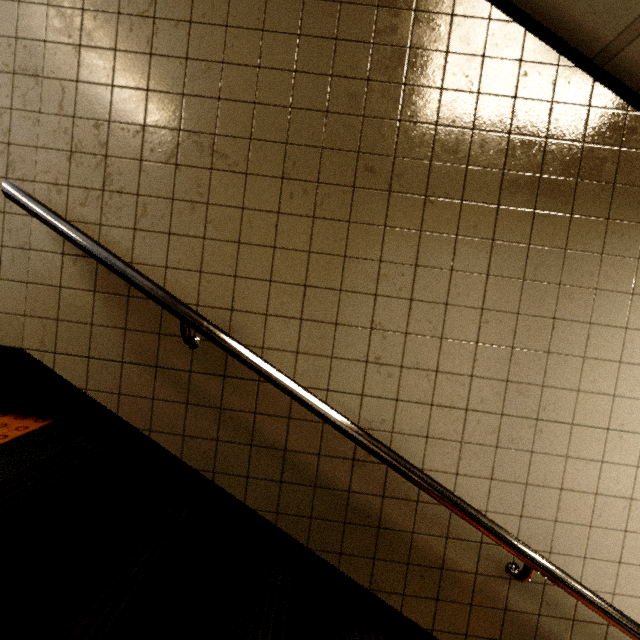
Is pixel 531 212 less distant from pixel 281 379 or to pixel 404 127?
pixel 404 127
